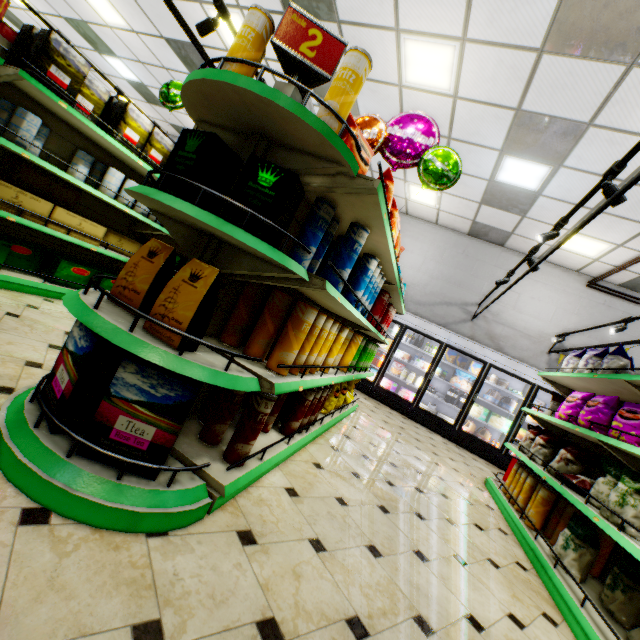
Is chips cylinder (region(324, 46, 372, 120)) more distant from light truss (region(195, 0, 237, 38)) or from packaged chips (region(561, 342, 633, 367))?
packaged chips (region(561, 342, 633, 367))

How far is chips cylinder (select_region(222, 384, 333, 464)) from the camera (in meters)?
1.87

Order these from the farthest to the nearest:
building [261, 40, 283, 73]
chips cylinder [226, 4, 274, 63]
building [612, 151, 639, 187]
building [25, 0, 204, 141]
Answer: building [25, 0, 204, 141], building [261, 40, 283, 73], building [612, 151, 639, 187], chips cylinder [226, 4, 274, 63]

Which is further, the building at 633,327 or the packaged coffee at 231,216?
the building at 633,327

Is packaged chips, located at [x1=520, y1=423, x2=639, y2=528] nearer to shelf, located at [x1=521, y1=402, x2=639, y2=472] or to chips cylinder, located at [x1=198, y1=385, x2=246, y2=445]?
shelf, located at [x1=521, y1=402, x2=639, y2=472]

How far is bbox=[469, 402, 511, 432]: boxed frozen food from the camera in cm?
715

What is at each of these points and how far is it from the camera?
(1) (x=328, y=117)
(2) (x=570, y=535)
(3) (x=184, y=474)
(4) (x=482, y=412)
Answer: (1) chips cylinder, 1.52m
(2) packaged chips, 2.79m
(3) shelf, 1.60m
(4) boxed frozen food, 7.32m

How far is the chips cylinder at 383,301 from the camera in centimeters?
191cm
